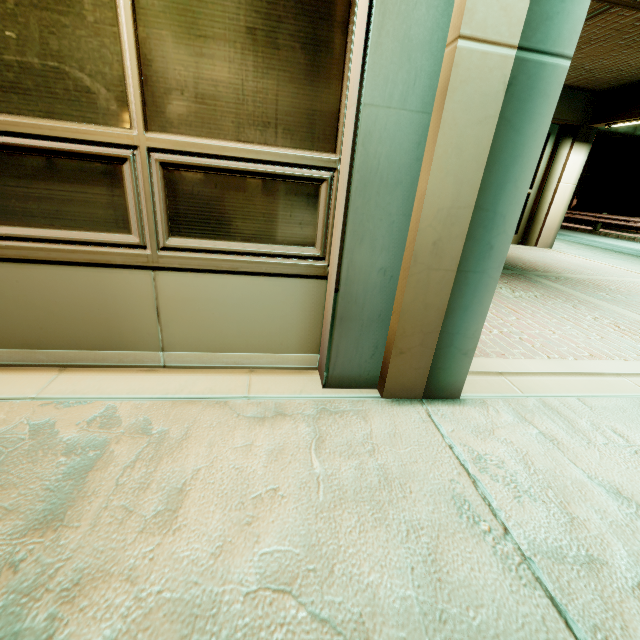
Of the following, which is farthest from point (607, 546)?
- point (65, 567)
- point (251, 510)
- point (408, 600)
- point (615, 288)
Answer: point (615, 288)
